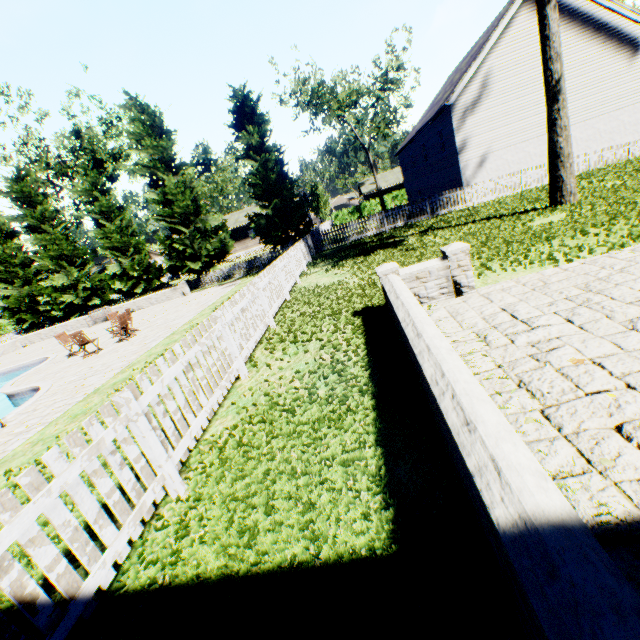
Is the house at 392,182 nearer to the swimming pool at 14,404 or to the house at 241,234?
the house at 241,234

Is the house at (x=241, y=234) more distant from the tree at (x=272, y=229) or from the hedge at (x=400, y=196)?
the hedge at (x=400, y=196)

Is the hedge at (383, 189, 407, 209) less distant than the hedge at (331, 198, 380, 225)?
Yes

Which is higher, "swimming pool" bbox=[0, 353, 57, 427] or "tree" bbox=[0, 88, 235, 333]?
"tree" bbox=[0, 88, 235, 333]

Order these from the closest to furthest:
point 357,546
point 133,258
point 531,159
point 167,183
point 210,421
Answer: point 357,546 < point 210,421 < point 531,159 < point 167,183 < point 133,258

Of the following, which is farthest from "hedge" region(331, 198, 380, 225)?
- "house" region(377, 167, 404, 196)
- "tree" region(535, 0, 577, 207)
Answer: "house" region(377, 167, 404, 196)

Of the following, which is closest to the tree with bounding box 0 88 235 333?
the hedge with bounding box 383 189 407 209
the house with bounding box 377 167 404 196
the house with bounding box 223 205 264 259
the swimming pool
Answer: the house with bounding box 223 205 264 259

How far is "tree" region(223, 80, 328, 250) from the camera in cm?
2223
